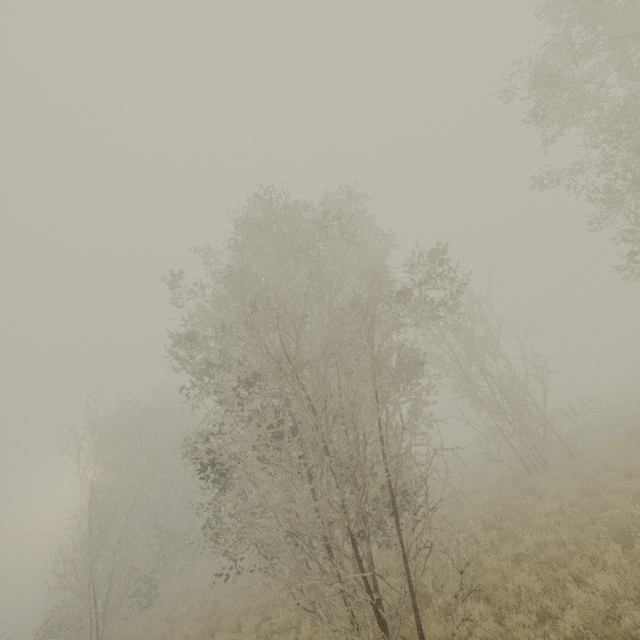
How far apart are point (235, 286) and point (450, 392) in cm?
1263
